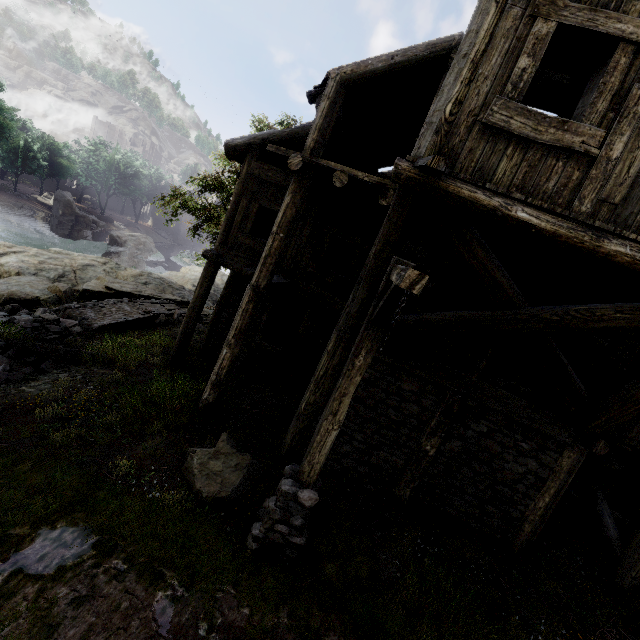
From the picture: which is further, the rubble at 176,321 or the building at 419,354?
the rubble at 176,321

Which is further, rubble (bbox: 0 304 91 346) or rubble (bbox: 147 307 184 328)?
rubble (bbox: 147 307 184 328)

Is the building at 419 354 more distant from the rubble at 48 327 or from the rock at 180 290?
the rubble at 48 327

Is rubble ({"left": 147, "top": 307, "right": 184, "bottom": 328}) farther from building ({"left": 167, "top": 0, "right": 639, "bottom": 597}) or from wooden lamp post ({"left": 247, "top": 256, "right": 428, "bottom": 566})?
wooden lamp post ({"left": 247, "top": 256, "right": 428, "bottom": 566})

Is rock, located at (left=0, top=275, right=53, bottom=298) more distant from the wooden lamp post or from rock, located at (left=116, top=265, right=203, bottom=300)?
the wooden lamp post

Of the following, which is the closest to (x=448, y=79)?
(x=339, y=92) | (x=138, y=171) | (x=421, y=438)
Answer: (x=339, y=92)

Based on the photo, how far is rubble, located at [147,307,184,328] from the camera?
15.96m

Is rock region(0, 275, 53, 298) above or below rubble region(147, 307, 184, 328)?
below
